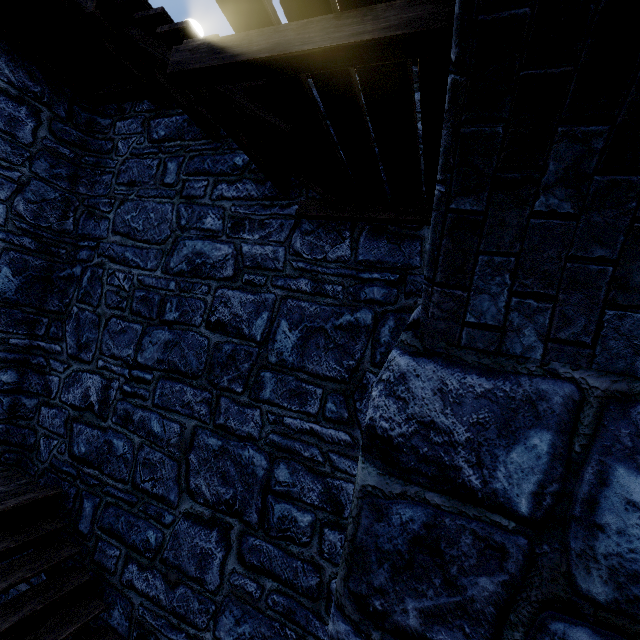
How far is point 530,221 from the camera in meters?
1.4
